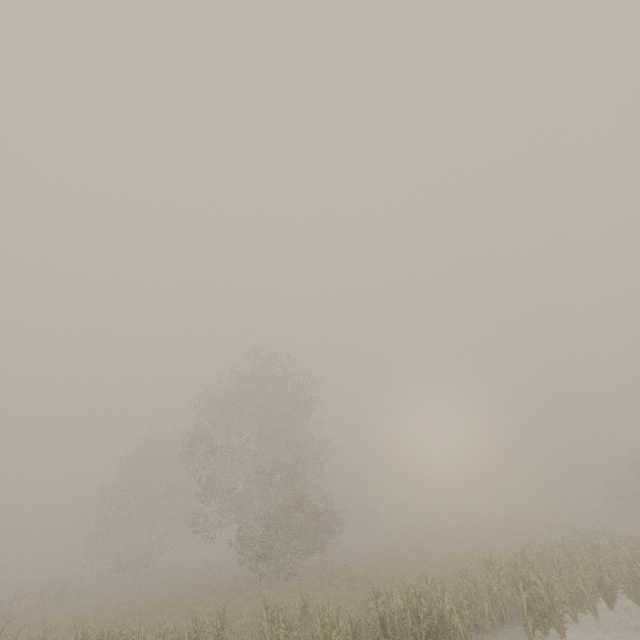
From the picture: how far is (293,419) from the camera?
28.8 meters
